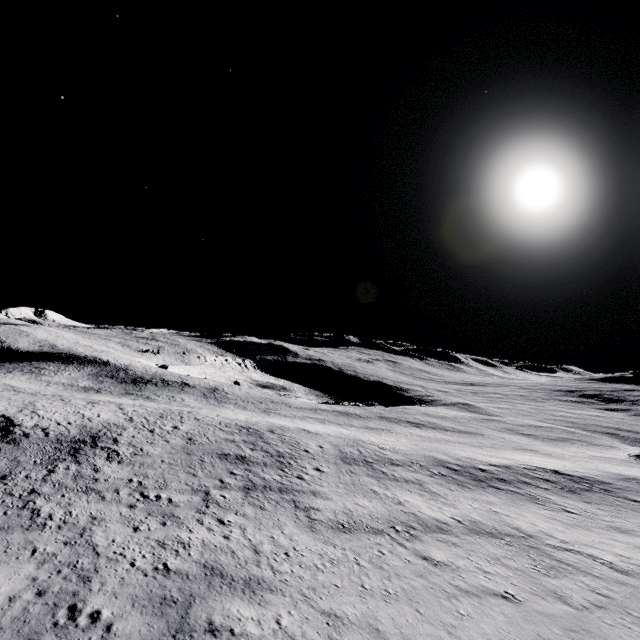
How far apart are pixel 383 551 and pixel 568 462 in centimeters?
4378cm
